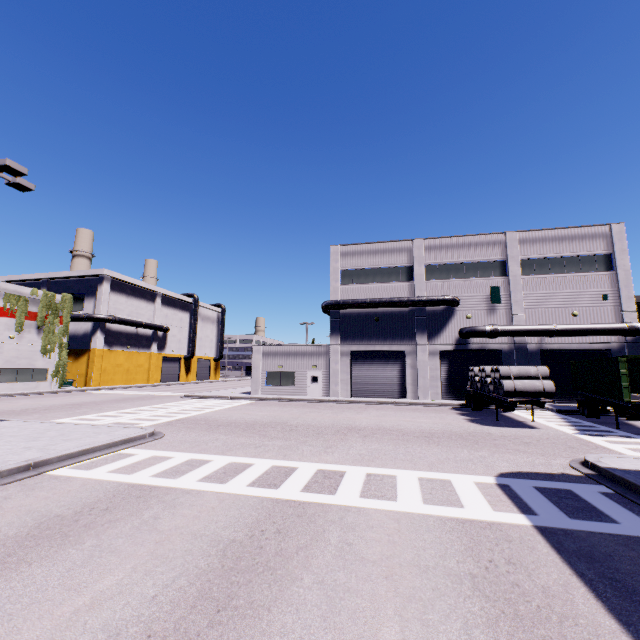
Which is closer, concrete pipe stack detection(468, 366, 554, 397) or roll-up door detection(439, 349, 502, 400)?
concrete pipe stack detection(468, 366, 554, 397)

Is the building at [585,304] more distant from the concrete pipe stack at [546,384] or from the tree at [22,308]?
the concrete pipe stack at [546,384]

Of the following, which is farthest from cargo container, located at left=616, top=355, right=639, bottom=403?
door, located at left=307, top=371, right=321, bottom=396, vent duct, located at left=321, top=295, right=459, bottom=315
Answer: door, located at left=307, top=371, right=321, bottom=396

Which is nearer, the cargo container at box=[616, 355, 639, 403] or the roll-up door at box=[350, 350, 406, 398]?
the cargo container at box=[616, 355, 639, 403]

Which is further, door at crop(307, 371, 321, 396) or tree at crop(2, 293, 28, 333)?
tree at crop(2, 293, 28, 333)

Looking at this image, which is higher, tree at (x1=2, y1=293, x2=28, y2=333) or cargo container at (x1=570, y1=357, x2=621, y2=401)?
tree at (x1=2, y1=293, x2=28, y2=333)

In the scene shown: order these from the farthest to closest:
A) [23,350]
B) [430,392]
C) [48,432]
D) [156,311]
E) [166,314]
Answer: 1. [166,314]
2. [156,311]
3. [23,350]
4. [430,392]
5. [48,432]

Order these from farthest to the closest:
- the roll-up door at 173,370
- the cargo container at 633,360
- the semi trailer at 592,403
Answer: the roll-up door at 173,370
the semi trailer at 592,403
the cargo container at 633,360
